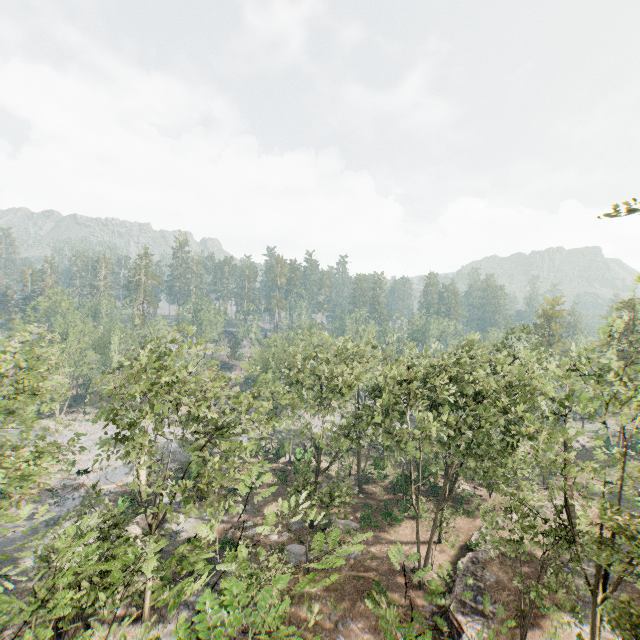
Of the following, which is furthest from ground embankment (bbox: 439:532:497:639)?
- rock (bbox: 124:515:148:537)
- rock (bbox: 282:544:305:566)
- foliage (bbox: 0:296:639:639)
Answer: rock (bbox: 124:515:148:537)

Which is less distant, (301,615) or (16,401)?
(16,401)

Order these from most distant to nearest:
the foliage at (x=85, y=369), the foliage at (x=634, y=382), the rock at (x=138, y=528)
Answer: the foliage at (x=85, y=369) → the rock at (x=138, y=528) → the foliage at (x=634, y=382)

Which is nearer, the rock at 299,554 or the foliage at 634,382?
the foliage at 634,382

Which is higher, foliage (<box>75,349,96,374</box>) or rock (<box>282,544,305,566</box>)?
foliage (<box>75,349,96,374</box>)

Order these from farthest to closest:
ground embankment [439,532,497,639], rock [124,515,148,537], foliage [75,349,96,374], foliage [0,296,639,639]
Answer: foliage [75,349,96,374] → rock [124,515,148,537] → ground embankment [439,532,497,639] → foliage [0,296,639,639]

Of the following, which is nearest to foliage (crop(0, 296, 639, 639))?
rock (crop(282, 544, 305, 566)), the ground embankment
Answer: the ground embankment

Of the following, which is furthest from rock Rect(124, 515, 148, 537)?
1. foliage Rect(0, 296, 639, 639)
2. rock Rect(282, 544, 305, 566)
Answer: rock Rect(282, 544, 305, 566)
